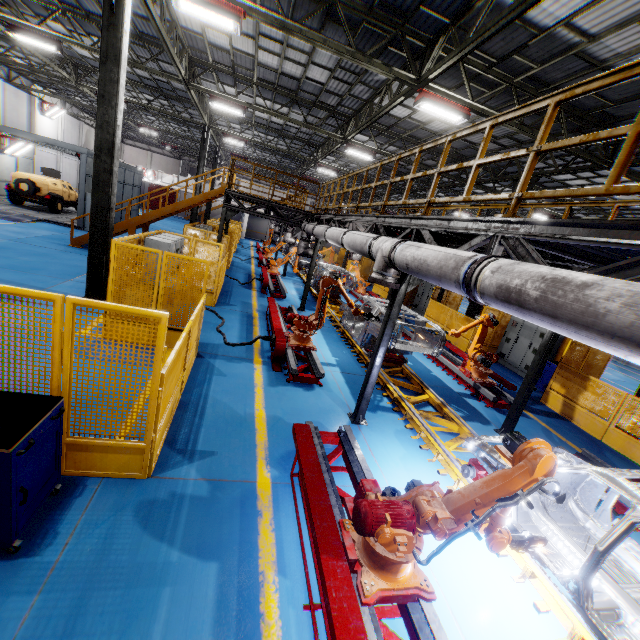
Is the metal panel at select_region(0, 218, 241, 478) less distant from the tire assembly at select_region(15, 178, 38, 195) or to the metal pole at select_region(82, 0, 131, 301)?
the metal pole at select_region(82, 0, 131, 301)

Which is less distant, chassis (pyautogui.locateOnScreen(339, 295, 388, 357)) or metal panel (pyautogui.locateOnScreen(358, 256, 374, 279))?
chassis (pyautogui.locateOnScreen(339, 295, 388, 357))

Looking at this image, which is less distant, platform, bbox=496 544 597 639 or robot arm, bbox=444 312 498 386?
platform, bbox=496 544 597 639

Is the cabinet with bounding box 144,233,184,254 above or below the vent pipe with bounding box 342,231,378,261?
below

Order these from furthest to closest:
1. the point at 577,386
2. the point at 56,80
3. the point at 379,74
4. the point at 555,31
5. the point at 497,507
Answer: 1. the point at 56,80
2. the point at 379,74
3. the point at 577,386
4. the point at 555,31
5. the point at 497,507

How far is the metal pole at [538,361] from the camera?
7.1 meters

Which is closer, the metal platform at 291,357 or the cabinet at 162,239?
the metal platform at 291,357

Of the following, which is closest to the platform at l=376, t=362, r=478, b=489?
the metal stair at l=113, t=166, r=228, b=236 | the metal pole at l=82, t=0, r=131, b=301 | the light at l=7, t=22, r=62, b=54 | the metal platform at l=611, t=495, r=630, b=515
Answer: the metal platform at l=611, t=495, r=630, b=515
